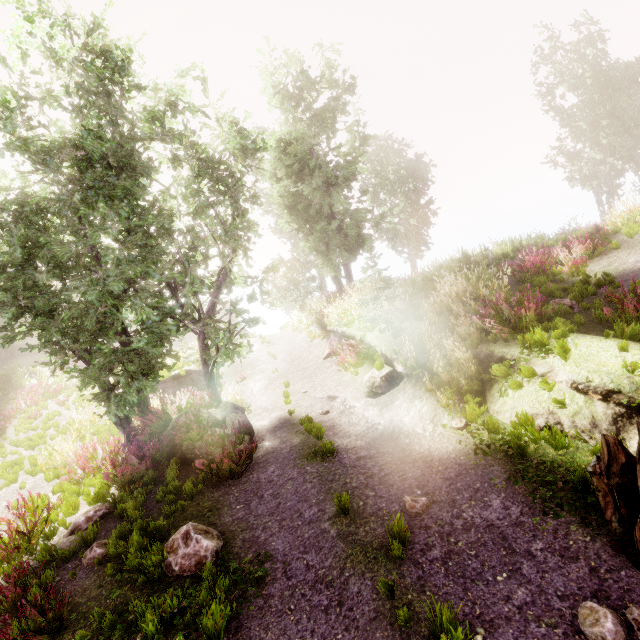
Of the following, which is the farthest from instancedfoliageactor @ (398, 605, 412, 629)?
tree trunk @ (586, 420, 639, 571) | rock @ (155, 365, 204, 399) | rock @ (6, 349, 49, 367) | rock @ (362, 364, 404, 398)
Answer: rock @ (362, 364, 404, 398)

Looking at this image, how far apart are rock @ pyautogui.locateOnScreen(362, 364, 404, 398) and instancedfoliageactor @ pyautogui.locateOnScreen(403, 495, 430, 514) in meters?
4.1 m

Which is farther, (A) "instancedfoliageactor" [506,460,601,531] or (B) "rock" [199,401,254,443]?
(B) "rock" [199,401,254,443]

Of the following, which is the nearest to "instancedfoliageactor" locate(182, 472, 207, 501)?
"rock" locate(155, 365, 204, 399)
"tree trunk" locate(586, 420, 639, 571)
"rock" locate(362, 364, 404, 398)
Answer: "rock" locate(155, 365, 204, 399)

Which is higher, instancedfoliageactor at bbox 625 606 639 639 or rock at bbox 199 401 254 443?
rock at bbox 199 401 254 443

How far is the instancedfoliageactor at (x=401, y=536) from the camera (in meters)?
4.36

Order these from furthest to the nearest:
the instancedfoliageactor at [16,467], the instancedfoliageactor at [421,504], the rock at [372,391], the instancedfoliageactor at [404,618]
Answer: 1. the instancedfoliageactor at [16,467]
2. the rock at [372,391]
3. the instancedfoliageactor at [421,504]
4. the instancedfoliageactor at [404,618]

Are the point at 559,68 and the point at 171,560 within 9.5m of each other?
no
